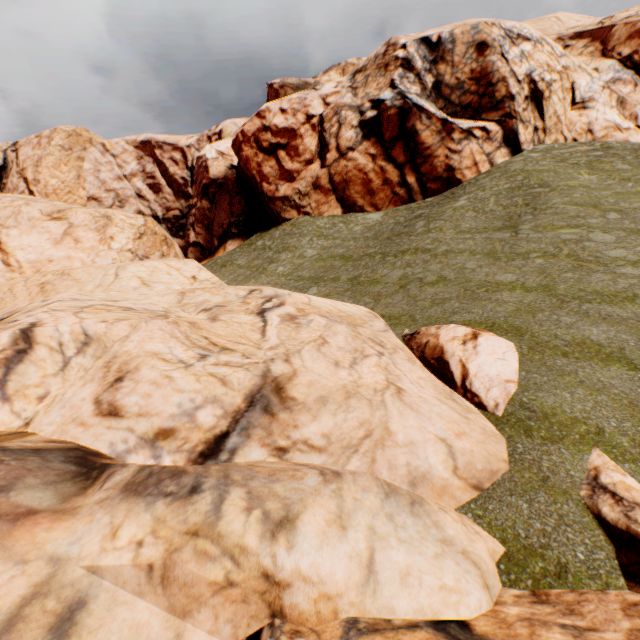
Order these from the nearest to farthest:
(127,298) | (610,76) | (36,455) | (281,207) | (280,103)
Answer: (36,455) → (127,298) → (280,103) → (281,207) → (610,76)
